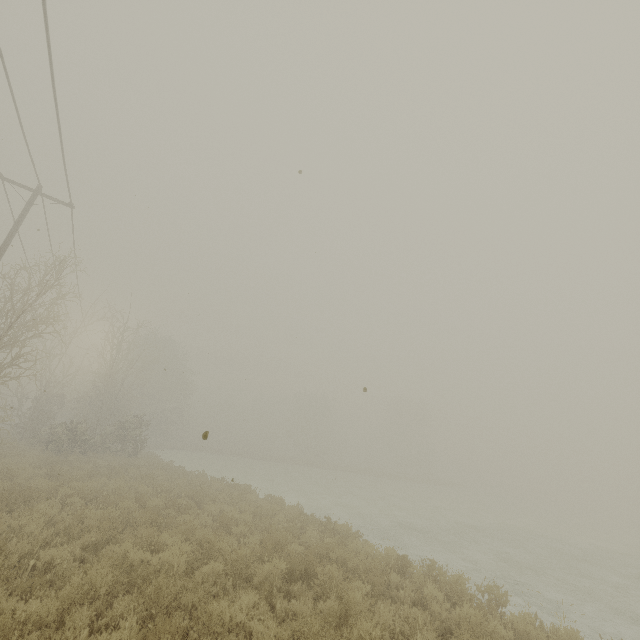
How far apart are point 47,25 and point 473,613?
15.1m

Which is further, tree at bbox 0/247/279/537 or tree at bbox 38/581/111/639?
tree at bbox 0/247/279/537

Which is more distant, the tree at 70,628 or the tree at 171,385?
the tree at 171,385
